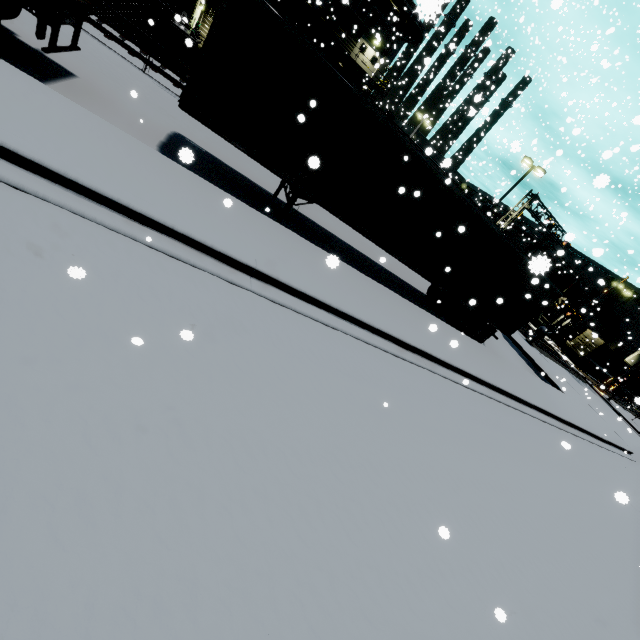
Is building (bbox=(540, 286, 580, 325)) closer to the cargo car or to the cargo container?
the cargo container

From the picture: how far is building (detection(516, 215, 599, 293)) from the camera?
48.2 meters

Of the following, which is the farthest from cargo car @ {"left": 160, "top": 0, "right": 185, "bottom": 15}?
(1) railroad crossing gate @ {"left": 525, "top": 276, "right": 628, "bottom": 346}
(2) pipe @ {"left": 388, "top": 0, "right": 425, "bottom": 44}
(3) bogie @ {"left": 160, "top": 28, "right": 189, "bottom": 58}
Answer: (1) railroad crossing gate @ {"left": 525, "top": 276, "right": 628, "bottom": 346}

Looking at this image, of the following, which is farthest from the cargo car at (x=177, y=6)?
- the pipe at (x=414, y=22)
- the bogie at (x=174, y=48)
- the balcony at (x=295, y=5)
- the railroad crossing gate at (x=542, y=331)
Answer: the railroad crossing gate at (x=542, y=331)

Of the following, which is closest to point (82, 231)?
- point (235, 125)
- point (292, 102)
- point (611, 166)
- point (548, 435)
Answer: point (235, 125)

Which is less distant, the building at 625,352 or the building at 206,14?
the building at 206,14

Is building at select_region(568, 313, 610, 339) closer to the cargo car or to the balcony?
the balcony
